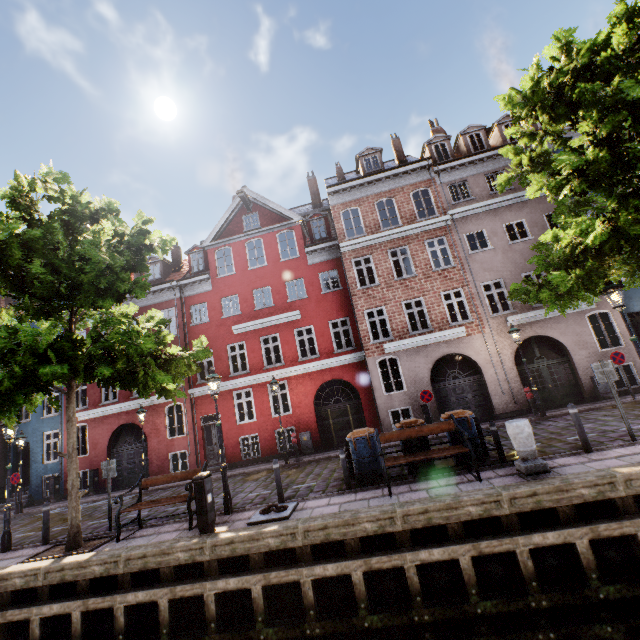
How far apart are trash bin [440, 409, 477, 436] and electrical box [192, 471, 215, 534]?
6.20m

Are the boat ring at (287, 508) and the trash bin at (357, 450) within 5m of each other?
yes

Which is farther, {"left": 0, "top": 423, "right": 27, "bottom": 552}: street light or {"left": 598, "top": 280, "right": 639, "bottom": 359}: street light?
{"left": 0, "top": 423, "right": 27, "bottom": 552}: street light

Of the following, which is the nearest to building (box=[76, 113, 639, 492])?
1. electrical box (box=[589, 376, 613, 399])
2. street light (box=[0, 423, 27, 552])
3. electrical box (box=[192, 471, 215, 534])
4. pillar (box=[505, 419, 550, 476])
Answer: electrical box (box=[589, 376, 613, 399])

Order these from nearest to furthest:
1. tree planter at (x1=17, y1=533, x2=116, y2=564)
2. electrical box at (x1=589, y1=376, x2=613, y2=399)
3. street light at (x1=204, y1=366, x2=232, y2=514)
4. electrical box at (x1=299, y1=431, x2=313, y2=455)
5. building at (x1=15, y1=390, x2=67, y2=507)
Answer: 1. tree planter at (x1=17, y1=533, x2=116, y2=564)
2. street light at (x1=204, y1=366, x2=232, y2=514)
3. electrical box at (x1=589, y1=376, x2=613, y2=399)
4. electrical box at (x1=299, y1=431, x2=313, y2=455)
5. building at (x1=15, y1=390, x2=67, y2=507)

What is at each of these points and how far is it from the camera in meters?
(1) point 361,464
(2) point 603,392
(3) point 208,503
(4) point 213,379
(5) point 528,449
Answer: (1) trash bin, 9.0 m
(2) electrical box, 14.1 m
(3) electrical box, 7.4 m
(4) street light, 9.3 m
(5) pillar, 7.0 m

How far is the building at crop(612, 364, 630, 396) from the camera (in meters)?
14.19

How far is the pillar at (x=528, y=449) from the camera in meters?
6.8 m
